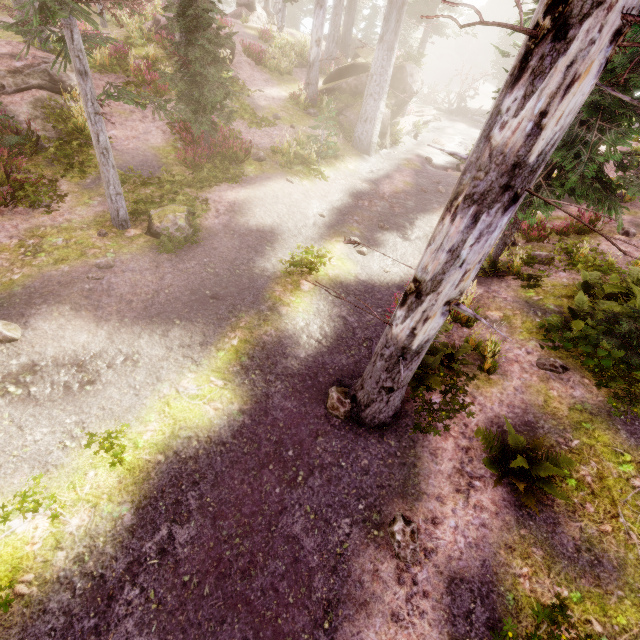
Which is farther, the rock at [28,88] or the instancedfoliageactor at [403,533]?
the rock at [28,88]

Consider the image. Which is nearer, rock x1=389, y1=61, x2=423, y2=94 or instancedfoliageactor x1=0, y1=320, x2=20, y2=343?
instancedfoliageactor x1=0, y1=320, x2=20, y2=343

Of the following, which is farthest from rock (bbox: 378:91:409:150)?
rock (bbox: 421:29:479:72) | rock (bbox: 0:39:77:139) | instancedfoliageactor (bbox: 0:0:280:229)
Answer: rock (bbox: 421:29:479:72)

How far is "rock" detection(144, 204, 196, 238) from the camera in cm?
865

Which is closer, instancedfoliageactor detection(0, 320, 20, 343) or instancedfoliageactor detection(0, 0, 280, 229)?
instancedfoliageactor detection(0, 320, 20, 343)

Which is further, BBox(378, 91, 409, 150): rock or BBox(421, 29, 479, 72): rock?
BBox(421, 29, 479, 72): rock

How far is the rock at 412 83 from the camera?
19.28m

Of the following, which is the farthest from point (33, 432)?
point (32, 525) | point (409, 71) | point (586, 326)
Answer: point (409, 71)
